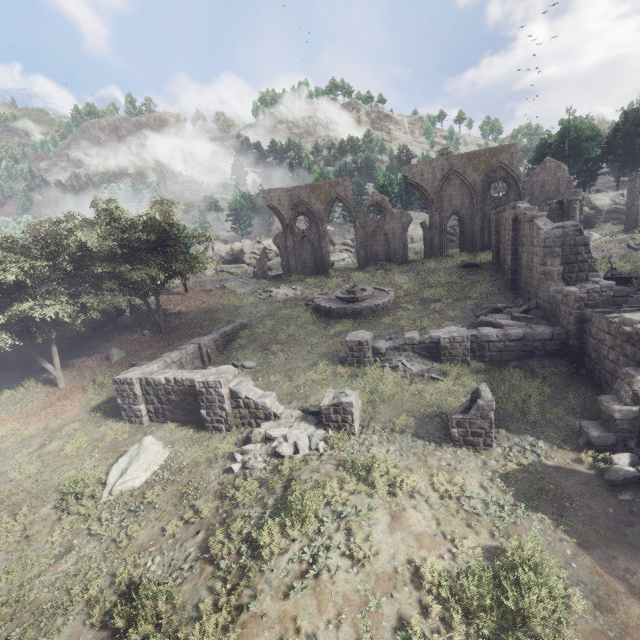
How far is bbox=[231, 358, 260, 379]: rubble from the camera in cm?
1739

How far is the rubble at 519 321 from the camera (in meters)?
16.05

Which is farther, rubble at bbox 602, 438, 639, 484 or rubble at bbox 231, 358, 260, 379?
rubble at bbox 231, 358, 260, 379

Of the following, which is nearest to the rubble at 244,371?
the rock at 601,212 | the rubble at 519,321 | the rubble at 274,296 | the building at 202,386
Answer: the building at 202,386

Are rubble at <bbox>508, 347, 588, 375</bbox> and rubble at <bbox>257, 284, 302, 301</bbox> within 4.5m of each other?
no

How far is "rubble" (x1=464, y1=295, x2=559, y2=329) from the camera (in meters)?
16.05

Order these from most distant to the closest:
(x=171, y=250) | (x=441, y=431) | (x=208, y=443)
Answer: (x=171, y=250) < (x=208, y=443) < (x=441, y=431)

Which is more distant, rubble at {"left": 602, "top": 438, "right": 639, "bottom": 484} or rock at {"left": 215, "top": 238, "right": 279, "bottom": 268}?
rock at {"left": 215, "top": 238, "right": 279, "bottom": 268}
